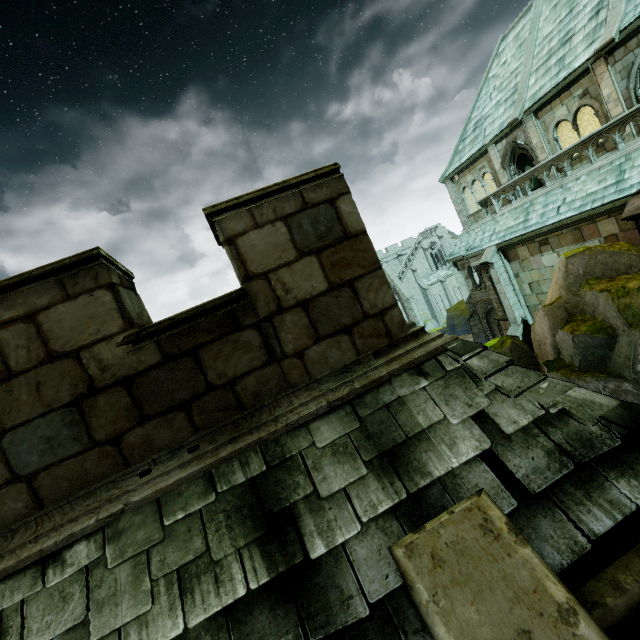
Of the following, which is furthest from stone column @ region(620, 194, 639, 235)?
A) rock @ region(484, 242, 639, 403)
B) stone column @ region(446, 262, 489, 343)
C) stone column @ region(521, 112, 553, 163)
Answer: stone column @ region(446, 262, 489, 343)

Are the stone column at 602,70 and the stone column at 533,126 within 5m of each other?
yes

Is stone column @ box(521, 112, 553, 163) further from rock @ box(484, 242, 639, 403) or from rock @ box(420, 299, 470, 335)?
rock @ box(420, 299, 470, 335)

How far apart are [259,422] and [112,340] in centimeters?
146cm

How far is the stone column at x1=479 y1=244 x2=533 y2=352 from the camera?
17.0 meters

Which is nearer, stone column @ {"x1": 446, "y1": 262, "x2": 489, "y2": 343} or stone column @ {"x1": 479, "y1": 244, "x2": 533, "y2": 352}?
stone column @ {"x1": 479, "y1": 244, "x2": 533, "y2": 352}

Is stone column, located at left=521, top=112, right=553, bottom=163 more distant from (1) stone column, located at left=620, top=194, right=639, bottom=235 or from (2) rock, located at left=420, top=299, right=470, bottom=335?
(2) rock, located at left=420, top=299, right=470, bottom=335

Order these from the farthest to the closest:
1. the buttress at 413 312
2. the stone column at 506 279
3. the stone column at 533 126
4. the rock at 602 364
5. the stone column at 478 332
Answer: the buttress at 413 312 < the stone column at 478 332 < the stone column at 506 279 < the stone column at 533 126 < the rock at 602 364
